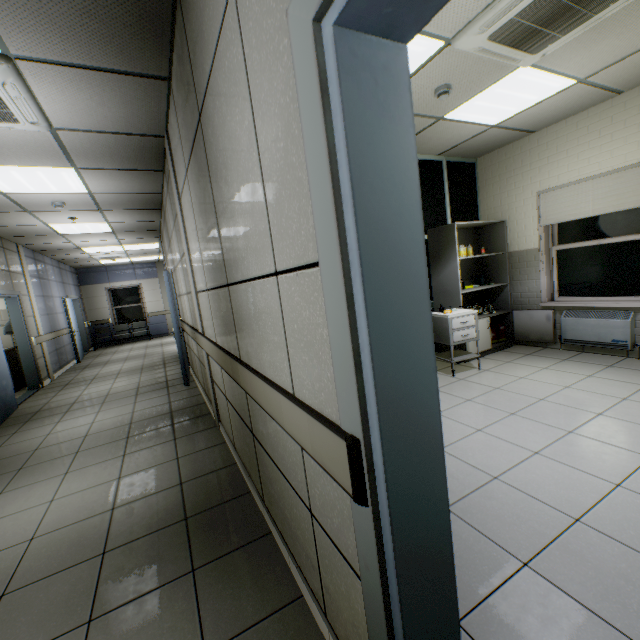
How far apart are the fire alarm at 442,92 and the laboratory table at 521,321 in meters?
3.5

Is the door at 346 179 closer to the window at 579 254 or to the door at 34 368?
the window at 579 254

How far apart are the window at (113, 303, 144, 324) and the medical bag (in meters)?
13.63

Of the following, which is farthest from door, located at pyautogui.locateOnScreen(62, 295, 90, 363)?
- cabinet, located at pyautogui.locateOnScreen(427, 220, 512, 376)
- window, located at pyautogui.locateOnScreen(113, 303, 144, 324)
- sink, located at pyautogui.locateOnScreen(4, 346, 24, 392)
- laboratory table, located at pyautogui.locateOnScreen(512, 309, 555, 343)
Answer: laboratory table, located at pyautogui.locateOnScreen(512, 309, 555, 343)

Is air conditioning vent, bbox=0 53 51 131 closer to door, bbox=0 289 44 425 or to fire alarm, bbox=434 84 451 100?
door, bbox=0 289 44 425

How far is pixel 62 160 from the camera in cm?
365

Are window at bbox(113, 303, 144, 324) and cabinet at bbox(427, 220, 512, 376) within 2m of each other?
no

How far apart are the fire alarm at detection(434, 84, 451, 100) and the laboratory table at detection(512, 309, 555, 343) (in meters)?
3.55
